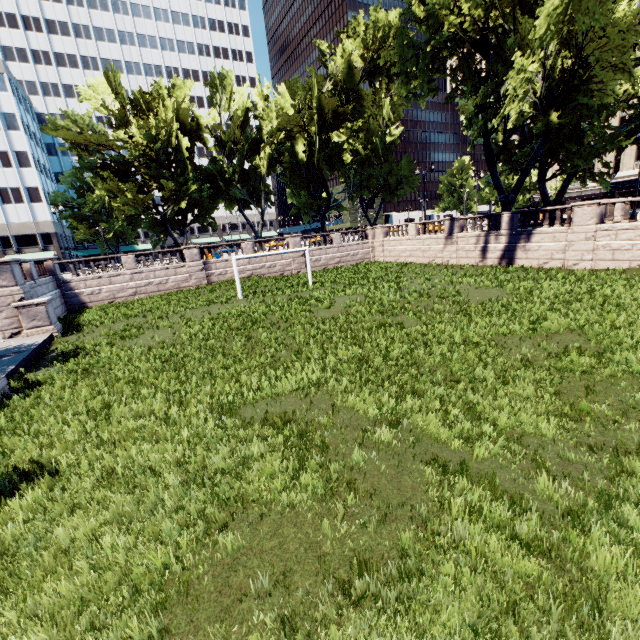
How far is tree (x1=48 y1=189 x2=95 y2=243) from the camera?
57.73m

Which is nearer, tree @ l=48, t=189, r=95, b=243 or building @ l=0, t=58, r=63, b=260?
building @ l=0, t=58, r=63, b=260

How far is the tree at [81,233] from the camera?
57.7m

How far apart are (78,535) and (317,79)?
40.09m

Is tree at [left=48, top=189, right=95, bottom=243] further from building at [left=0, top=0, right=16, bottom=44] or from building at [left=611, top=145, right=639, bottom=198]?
building at [left=611, top=145, right=639, bottom=198]

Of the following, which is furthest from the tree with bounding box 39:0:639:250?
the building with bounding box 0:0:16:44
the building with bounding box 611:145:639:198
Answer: the building with bounding box 611:145:639:198

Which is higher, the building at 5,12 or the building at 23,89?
the building at 5,12

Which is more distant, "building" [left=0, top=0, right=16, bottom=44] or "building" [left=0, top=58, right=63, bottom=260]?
"building" [left=0, top=0, right=16, bottom=44]
